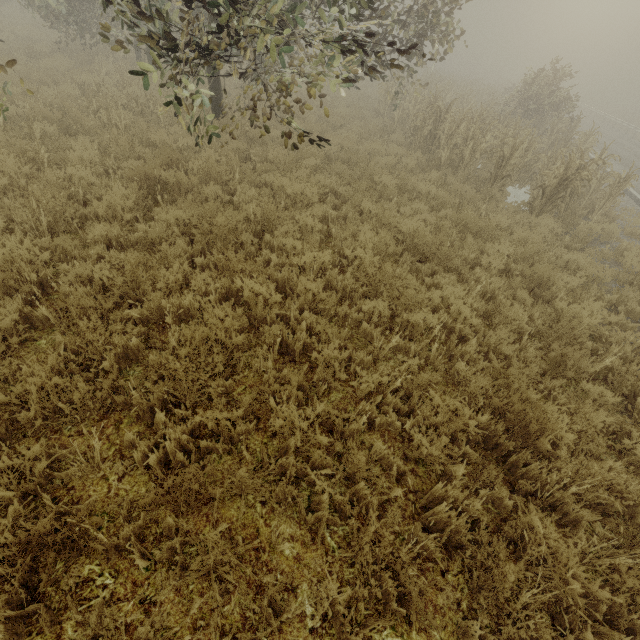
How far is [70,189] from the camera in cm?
568
